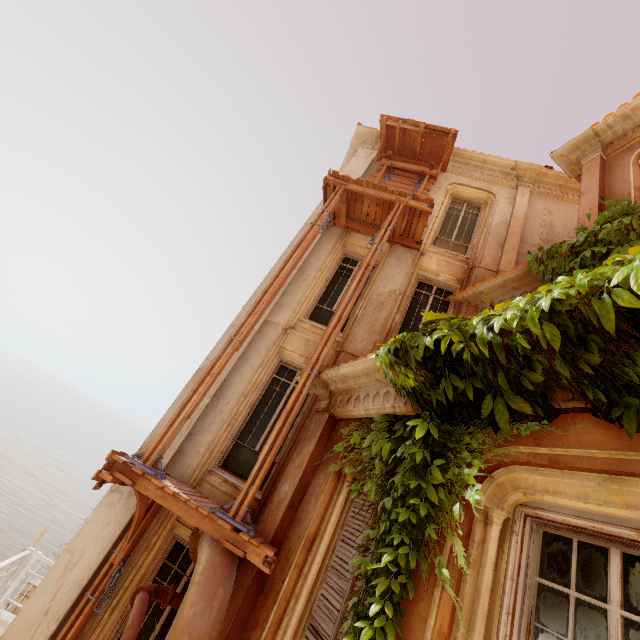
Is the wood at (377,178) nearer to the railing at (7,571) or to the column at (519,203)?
the column at (519,203)

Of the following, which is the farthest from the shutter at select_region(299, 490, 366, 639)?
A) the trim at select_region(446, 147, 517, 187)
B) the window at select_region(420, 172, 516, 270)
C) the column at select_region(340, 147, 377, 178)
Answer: the trim at select_region(446, 147, 517, 187)

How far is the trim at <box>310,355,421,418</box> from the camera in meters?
4.1

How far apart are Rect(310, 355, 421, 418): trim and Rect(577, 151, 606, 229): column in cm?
512

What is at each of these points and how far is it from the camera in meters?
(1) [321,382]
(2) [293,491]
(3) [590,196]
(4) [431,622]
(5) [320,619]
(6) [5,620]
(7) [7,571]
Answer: (1) trim, 5.7 m
(2) column, 4.7 m
(3) column, 6.7 m
(4) window, 2.3 m
(5) shutter, 3.5 m
(6) balcony, 6.8 m
(7) railing, 6.9 m

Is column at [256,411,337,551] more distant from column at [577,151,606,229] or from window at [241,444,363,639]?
column at [577,151,606,229]

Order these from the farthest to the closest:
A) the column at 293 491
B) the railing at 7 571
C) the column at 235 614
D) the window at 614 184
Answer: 1. the railing at 7 571
2. the window at 614 184
3. the column at 293 491
4. the column at 235 614

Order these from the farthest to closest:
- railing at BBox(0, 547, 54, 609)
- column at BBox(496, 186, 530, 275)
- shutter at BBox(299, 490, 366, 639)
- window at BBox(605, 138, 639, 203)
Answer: column at BBox(496, 186, 530, 275)
railing at BBox(0, 547, 54, 609)
window at BBox(605, 138, 639, 203)
shutter at BBox(299, 490, 366, 639)
